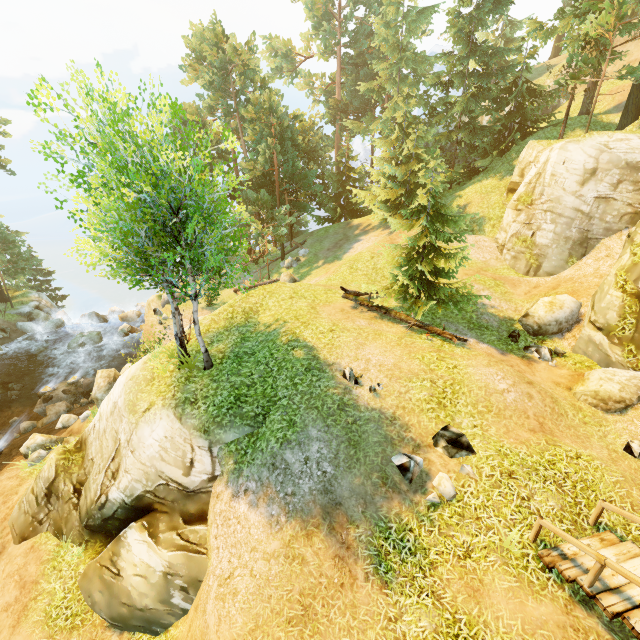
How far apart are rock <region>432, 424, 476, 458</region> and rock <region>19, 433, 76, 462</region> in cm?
1758

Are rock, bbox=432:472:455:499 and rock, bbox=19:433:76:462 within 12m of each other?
no

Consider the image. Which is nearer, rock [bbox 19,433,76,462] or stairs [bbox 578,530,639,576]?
stairs [bbox 578,530,639,576]

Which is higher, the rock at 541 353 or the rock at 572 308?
the rock at 572 308

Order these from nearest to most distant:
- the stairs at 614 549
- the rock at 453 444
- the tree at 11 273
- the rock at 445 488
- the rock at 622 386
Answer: the stairs at 614 549 → the rock at 445 488 → the rock at 453 444 → the rock at 622 386 → the tree at 11 273

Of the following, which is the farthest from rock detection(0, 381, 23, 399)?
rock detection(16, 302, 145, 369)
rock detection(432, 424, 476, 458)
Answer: rock detection(432, 424, 476, 458)

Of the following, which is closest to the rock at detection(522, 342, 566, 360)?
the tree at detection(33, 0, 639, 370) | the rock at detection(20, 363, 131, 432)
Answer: the tree at detection(33, 0, 639, 370)

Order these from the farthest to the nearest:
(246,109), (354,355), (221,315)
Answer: (246,109) → (221,315) → (354,355)
